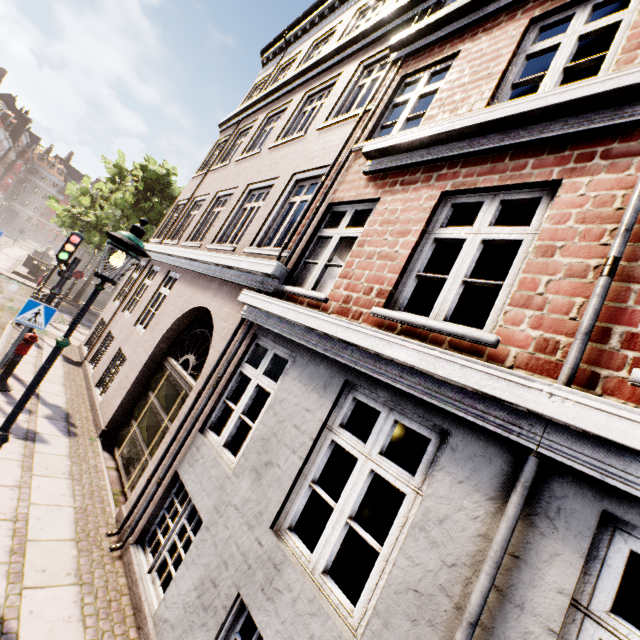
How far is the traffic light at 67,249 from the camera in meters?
7.6 m

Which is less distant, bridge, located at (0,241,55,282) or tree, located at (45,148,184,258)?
tree, located at (45,148,184,258)

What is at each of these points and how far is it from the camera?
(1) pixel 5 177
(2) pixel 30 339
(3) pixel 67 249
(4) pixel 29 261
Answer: (1) building, 50.7 meters
(2) hydrant, 6.6 meters
(3) traffic light, 7.6 meters
(4) bridge, 23.0 meters

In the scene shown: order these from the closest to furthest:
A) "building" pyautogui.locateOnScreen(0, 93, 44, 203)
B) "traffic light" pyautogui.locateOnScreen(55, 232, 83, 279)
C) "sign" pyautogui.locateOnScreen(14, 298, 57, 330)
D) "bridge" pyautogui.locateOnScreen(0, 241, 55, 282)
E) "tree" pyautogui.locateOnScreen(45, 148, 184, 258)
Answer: "sign" pyautogui.locateOnScreen(14, 298, 57, 330), "traffic light" pyautogui.locateOnScreen(55, 232, 83, 279), "tree" pyautogui.locateOnScreen(45, 148, 184, 258), "bridge" pyautogui.locateOnScreen(0, 241, 55, 282), "building" pyautogui.locateOnScreen(0, 93, 44, 203)

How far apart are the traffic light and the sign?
1.7 meters

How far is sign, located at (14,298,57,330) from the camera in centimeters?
615cm

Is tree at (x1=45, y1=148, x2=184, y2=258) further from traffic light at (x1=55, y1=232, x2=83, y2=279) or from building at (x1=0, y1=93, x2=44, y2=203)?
traffic light at (x1=55, y1=232, x2=83, y2=279)

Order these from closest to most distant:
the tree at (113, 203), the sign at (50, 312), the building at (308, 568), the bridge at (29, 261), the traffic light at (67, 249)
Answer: the building at (308, 568)
the sign at (50, 312)
the traffic light at (67, 249)
the tree at (113, 203)
the bridge at (29, 261)
